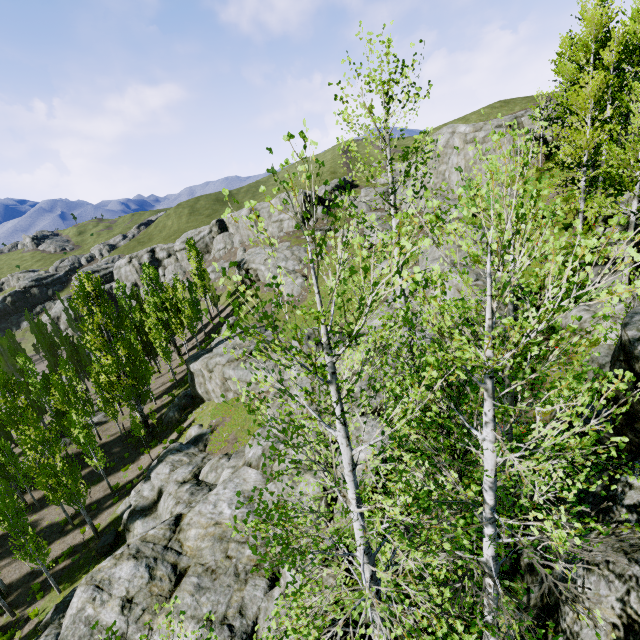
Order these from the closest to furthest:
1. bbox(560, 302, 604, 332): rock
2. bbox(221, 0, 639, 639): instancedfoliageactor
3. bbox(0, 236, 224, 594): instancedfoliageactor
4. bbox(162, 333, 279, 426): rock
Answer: bbox(221, 0, 639, 639): instancedfoliageactor → bbox(560, 302, 604, 332): rock → bbox(0, 236, 224, 594): instancedfoliageactor → bbox(162, 333, 279, 426): rock

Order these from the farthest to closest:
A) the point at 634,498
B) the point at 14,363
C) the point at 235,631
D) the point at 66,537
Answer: the point at 14,363
the point at 66,537
the point at 235,631
the point at 634,498

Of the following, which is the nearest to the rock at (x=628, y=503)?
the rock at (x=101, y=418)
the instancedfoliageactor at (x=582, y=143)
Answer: the instancedfoliageactor at (x=582, y=143)

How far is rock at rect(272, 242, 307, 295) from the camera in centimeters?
4128cm

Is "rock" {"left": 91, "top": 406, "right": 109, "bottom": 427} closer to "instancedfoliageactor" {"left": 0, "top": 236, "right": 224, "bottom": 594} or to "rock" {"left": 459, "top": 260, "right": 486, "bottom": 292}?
"instancedfoliageactor" {"left": 0, "top": 236, "right": 224, "bottom": 594}
